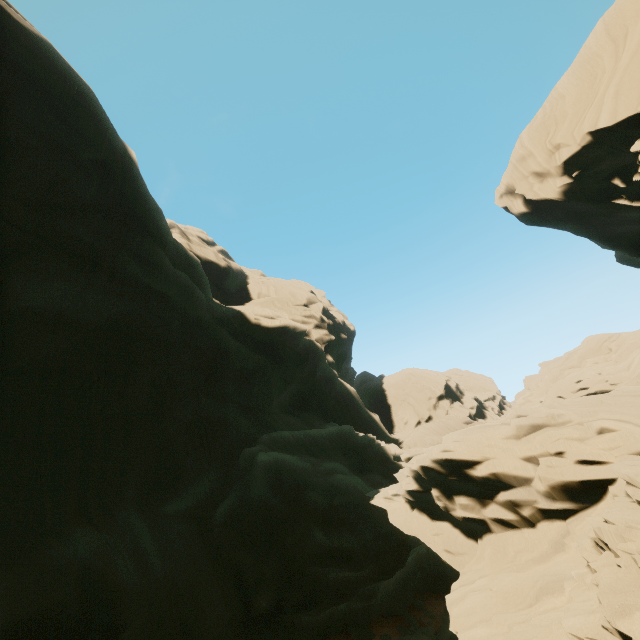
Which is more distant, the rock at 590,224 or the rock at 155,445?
the rock at 590,224

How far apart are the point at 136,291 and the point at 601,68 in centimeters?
2981cm

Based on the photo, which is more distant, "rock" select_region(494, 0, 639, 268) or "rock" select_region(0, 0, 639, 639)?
"rock" select_region(494, 0, 639, 268)
